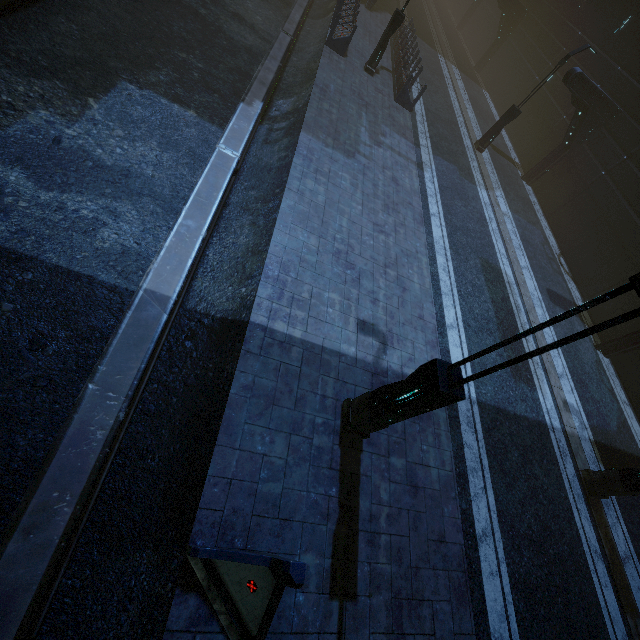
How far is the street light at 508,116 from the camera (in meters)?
16.58

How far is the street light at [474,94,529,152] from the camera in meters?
16.6 m

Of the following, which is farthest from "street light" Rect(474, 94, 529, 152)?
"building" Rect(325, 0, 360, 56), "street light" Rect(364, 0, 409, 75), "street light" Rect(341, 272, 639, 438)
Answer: "street light" Rect(341, 272, 639, 438)

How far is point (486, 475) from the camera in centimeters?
715cm

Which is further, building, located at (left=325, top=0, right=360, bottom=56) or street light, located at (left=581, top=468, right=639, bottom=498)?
building, located at (left=325, top=0, right=360, bottom=56)

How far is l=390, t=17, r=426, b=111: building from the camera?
15.5 meters

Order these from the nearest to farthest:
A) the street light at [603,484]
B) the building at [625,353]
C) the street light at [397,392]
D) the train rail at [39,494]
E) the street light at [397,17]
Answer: the street light at [397,392]
the train rail at [39,494]
the street light at [603,484]
the building at [625,353]
the street light at [397,17]

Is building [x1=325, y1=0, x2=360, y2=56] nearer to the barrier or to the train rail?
the train rail
